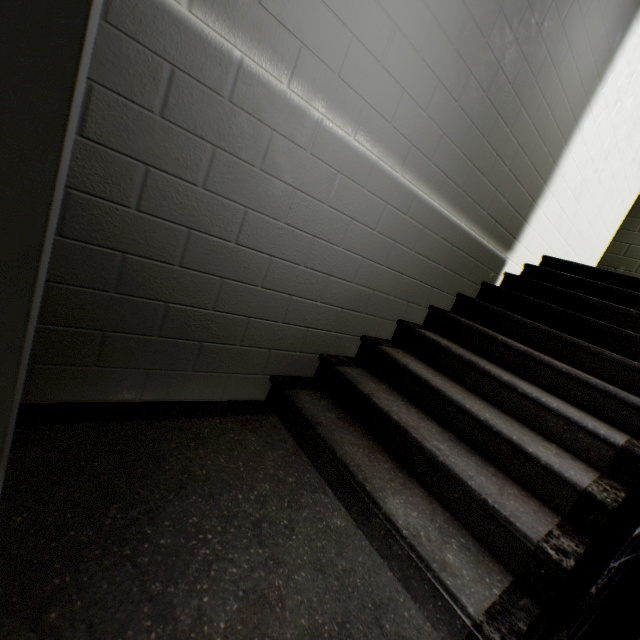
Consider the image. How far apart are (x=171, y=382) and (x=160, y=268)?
0.6m

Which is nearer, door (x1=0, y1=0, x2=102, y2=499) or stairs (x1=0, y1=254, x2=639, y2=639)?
door (x1=0, y1=0, x2=102, y2=499)

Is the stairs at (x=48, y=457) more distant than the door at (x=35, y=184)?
Yes
